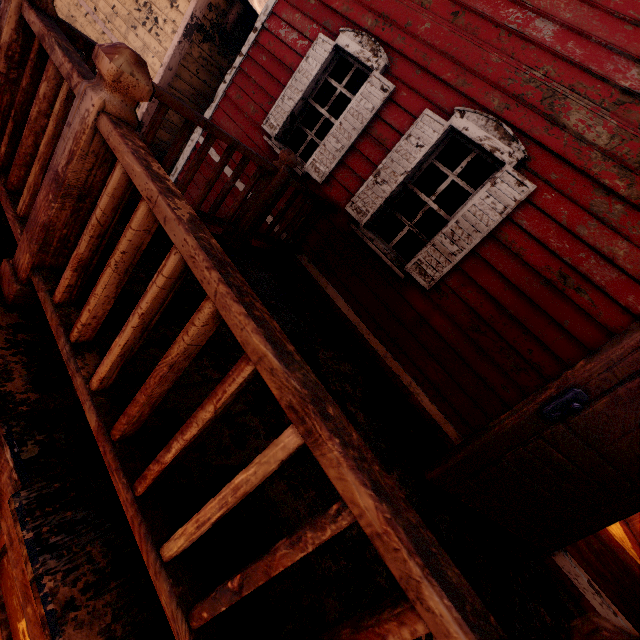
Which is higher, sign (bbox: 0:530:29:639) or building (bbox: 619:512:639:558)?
building (bbox: 619:512:639:558)

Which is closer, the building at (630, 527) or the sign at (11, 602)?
the sign at (11, 602)

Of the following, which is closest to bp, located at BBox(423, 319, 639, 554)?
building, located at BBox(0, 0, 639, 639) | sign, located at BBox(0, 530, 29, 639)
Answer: building, located at BBox(0, 0, 639, 639)

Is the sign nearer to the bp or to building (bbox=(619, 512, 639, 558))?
building (bbox=(619, 512, 639, 558))

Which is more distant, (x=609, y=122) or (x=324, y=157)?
(x=324, y=157)

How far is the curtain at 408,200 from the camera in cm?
382

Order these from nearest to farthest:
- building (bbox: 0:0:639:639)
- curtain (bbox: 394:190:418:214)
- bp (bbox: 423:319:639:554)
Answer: building (bbox: 0:0:639:639) → bp (bbox: 423:319:639:554) → curtain (bbox: 394:190:418:214)

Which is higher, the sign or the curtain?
the curtain
